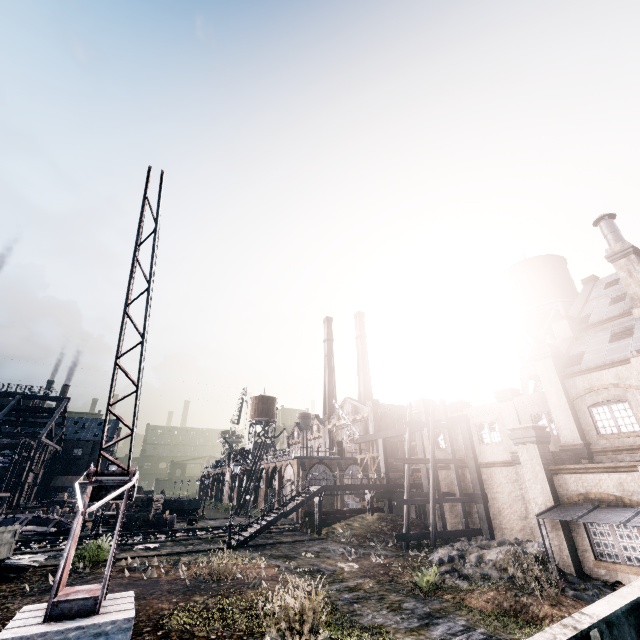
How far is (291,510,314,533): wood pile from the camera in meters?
29.5 m

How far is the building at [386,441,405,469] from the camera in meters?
51.3 m

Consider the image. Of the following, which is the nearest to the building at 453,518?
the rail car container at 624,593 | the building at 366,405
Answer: the rail car container at 624,593

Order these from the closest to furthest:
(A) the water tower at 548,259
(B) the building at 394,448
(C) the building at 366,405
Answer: (A) the water tower at 548,259 < (B) the building at 394,448 < (C) the building at 366,405

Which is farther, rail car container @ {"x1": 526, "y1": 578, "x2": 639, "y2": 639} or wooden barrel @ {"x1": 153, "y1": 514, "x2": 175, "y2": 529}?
wooden barrel @ {"x1": 153, "y1": 514, "x2": 175, "y2": 529}

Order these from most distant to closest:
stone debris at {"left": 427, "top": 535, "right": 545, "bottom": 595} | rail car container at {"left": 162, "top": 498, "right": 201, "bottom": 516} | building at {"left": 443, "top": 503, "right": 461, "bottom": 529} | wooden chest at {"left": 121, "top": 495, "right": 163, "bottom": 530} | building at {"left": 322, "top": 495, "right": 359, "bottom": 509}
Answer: rail car container at {"left": 162, "top": 498, "right": 201, "bottom": 516}
building at {"left": 322, "top": 495, "right": 359, "bottom": 509}
wooden chest at {"left": 121, "top": 495, "right": 163, "bottom": 530}
building at {"left": 443, "top": 503, "right": 461, "bottom": 529}
stone debris at {"left": 427, "top": 535, "right": 545, "bottom": 595}

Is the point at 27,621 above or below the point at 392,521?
below

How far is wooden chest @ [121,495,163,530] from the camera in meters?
37.1
